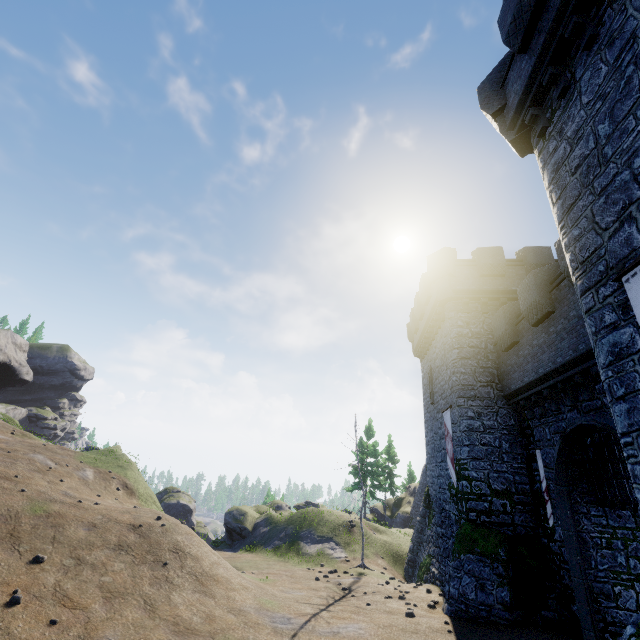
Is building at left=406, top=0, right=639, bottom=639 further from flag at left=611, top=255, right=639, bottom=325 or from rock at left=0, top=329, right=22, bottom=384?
rock at left=0, top=329, right=22, bottom=384

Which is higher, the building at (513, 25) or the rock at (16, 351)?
the rock at (16, 351)

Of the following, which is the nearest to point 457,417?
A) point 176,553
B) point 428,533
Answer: point 428,533

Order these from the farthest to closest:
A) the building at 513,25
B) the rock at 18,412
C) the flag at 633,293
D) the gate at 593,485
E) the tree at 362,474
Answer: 1. the rock at 18,412
2. the tree at 362,474
3. the gate at 593,485
4. the building at 513,25
5. the flag at 633,293

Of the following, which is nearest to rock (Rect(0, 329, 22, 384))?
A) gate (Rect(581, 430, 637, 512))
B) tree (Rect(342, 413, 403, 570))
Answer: tree (Rect(342, 413, 403, 570))

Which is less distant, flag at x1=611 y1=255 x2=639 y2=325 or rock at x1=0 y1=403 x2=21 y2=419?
flag at x1=611 y1=255 x2=639 y2=325

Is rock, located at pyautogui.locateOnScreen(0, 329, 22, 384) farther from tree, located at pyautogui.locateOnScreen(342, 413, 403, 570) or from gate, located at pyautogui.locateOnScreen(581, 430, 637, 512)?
gate, located at pyautogui.locateOnScreen(581, 430, 637, 512)

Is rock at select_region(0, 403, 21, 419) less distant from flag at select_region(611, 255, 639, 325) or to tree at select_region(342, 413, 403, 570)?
tree at select_region(342, 413, 403, 570)
